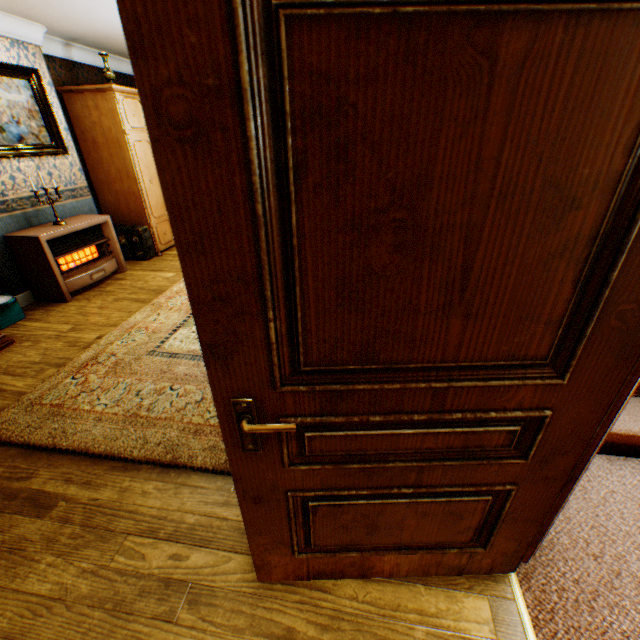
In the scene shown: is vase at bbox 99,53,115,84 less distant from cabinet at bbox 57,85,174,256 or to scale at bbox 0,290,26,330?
cabinet at bbox 57,85,174,256

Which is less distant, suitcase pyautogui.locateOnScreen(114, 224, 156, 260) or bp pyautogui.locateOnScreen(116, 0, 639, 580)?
bp pyautogui.locateOnScreen(116, 0, 639, 580)

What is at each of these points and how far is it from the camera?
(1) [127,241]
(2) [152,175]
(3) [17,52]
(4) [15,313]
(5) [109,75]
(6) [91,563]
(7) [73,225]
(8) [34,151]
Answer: (1) suitcase, 5.57m
(2) cabinet, 5.66m
(3) building, 3.98m
(4) scale, 3.83m
(5) vase, 4.75m
(6) building, 1.64m
(7) heater, 4.32m
(8) painting, 4.22m

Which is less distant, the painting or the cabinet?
the painting

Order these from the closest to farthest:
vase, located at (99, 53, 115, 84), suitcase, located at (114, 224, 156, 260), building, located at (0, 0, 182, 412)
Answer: building, located at (0, 0, 182, 412)
vase, located at (99, 53, 115, 84)
suitcase, located at (114, 224, 156, 260)

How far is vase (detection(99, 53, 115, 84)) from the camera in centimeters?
467cm

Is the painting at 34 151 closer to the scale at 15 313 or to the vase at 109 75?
the vase at 109 75

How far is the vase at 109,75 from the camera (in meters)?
4.67
